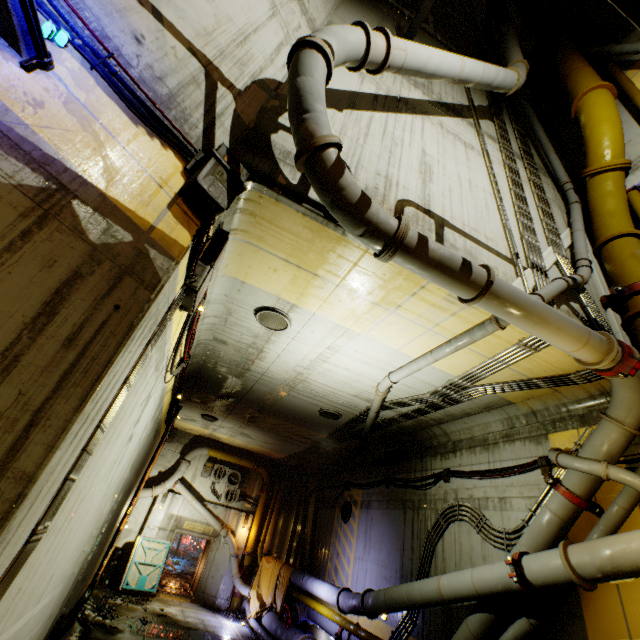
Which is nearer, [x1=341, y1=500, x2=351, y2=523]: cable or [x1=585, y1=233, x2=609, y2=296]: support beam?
[x1=585, y1=233, x2=609, y2=296]: support beam

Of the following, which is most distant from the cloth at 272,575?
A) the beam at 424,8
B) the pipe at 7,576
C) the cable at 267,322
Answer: the beam at 424,8

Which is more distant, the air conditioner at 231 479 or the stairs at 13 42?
the air conditioner at 231 479

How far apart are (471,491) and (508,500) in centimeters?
111cm

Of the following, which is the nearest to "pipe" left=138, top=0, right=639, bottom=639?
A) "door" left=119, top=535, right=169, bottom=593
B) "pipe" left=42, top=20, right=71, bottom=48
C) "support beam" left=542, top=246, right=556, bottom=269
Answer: "support beam" left=542, top=246, right=556, bottom=269

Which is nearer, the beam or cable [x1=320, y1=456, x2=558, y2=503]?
cable [x1=320, y1=456, x2=558, y2=503]

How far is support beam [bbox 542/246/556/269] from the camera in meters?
6.6 m

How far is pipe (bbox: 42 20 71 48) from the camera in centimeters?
253cm
